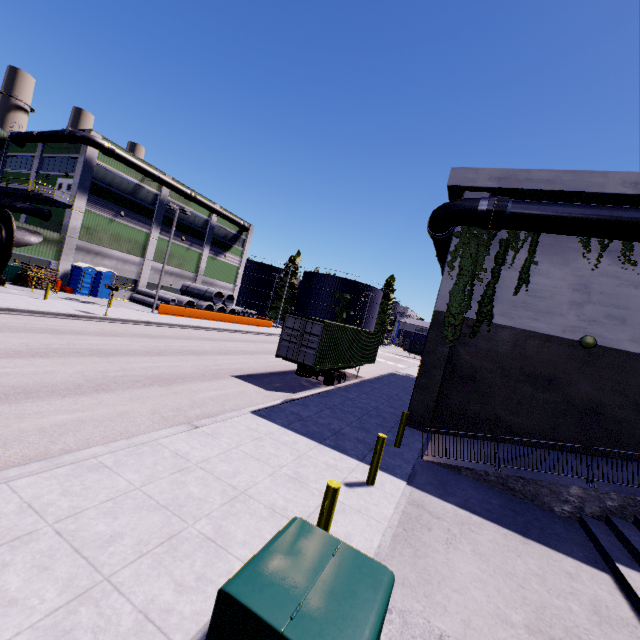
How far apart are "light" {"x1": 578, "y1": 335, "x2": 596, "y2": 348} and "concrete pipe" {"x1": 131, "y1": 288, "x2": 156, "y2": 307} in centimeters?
3368cm

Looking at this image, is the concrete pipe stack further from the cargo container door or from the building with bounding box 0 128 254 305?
the cargo container door

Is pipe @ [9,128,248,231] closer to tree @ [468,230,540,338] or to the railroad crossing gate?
the railroad crossing gate

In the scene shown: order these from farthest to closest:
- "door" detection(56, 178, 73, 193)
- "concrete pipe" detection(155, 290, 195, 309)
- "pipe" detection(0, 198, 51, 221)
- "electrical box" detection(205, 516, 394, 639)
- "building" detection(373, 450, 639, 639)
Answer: "concrete pipe" detection(155, 290, 195, 309) < "door" detection(56, 178, 73, 193) < "pipe" detection(0, 198, 51, 221) < "building" detection(373, 450, 639, 639) < "electrical box" detection(205, 516, 394, 639)

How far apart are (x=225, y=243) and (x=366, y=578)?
48.61m

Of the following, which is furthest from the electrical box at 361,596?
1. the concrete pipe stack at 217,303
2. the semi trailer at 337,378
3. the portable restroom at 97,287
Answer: the concrete pipe stack at 217,303

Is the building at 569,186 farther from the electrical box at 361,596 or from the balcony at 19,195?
the electrical box at 361,596

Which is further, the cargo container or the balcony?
the balcony
